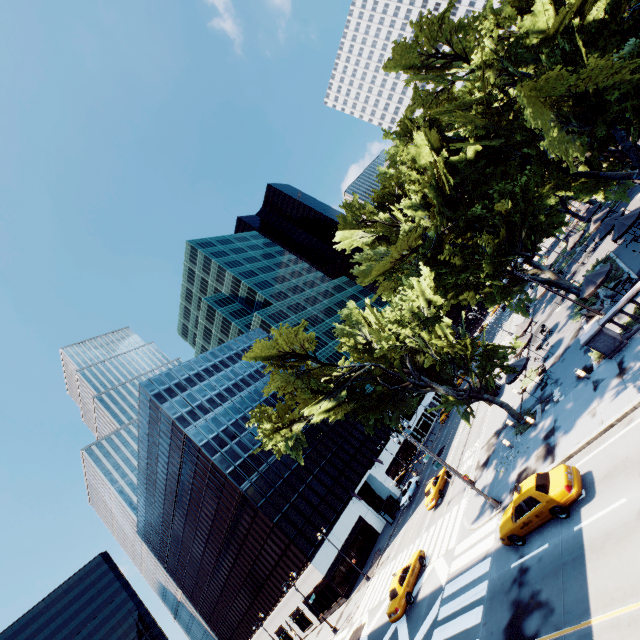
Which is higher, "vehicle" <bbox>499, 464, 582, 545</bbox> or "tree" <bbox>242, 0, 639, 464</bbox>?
"tree" <bbox>242, 0, 639, 464</bbox>

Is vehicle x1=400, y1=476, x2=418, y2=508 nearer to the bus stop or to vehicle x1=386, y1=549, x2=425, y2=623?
the bus stop

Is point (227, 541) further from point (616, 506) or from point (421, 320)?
point (616, 506)

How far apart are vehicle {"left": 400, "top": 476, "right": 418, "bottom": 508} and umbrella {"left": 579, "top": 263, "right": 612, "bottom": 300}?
33.5m

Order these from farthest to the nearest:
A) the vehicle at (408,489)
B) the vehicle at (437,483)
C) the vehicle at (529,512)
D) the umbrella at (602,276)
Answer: the vehicle at (408,489), the vehicle at (437,483), the umbrella at (602,276), the vehicle at (529,512)

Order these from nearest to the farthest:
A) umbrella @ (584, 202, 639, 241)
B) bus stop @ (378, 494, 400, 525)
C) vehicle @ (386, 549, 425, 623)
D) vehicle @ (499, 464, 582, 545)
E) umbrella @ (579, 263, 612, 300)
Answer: vehicle @ (499, 464, 582, 545), umbrella @ (579, 263, 612, 300), vehicle @ (386, 549, 425, 623), umbrella @ (584, 202, 639, 241), bus stop @ (378, 494, 400, 525)

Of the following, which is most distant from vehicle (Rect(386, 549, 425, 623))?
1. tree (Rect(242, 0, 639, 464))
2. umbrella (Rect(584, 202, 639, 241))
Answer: umbrella (Rect(584, 202, 639, 241))

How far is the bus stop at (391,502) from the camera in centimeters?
4461cm
